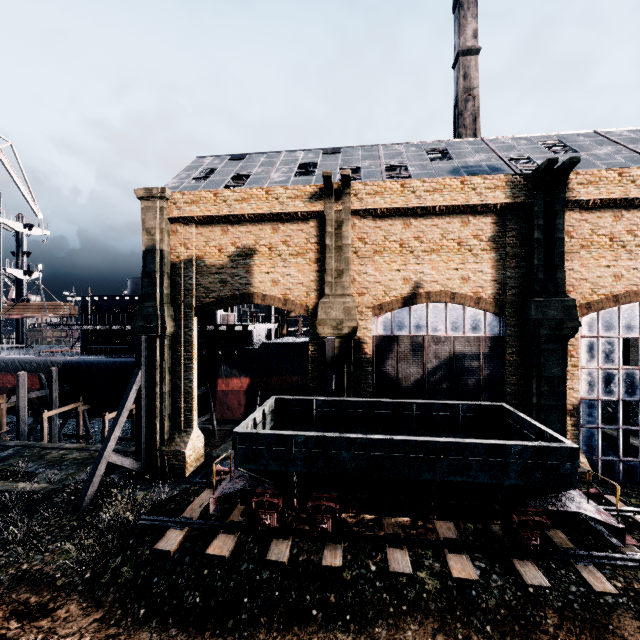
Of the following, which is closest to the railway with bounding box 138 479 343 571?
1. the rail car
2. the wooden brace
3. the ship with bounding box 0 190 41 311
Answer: the rail car

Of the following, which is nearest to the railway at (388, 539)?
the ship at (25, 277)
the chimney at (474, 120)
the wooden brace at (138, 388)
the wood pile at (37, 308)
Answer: the wooden brace at (138, 388)

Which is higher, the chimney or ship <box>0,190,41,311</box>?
the chimney

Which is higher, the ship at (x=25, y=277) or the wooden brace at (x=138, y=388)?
the ship at (x=25, y=277)

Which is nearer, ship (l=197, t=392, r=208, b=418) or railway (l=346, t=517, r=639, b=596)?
railway (l=346, t=517, r=639, b=596)

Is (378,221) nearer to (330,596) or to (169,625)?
(330,596)

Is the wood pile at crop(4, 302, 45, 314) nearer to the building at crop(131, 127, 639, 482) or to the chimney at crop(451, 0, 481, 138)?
the building at crop(131, 127, 639, 482)

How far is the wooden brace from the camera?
16.6m
